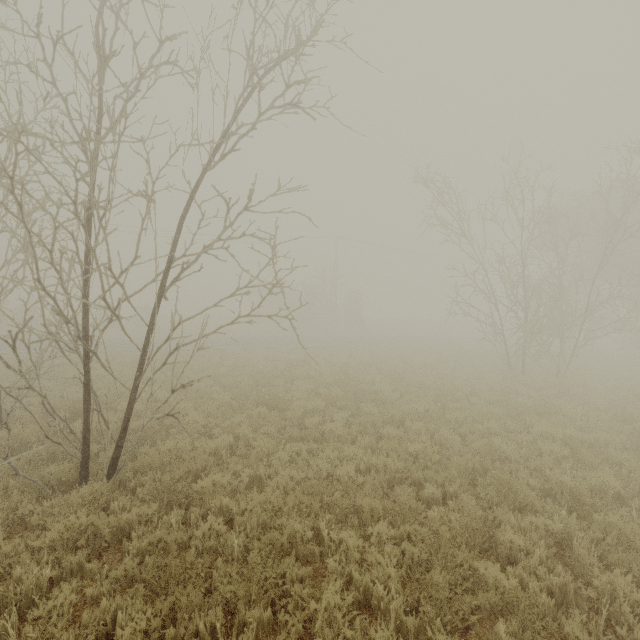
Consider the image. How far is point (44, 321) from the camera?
6.0 meters
